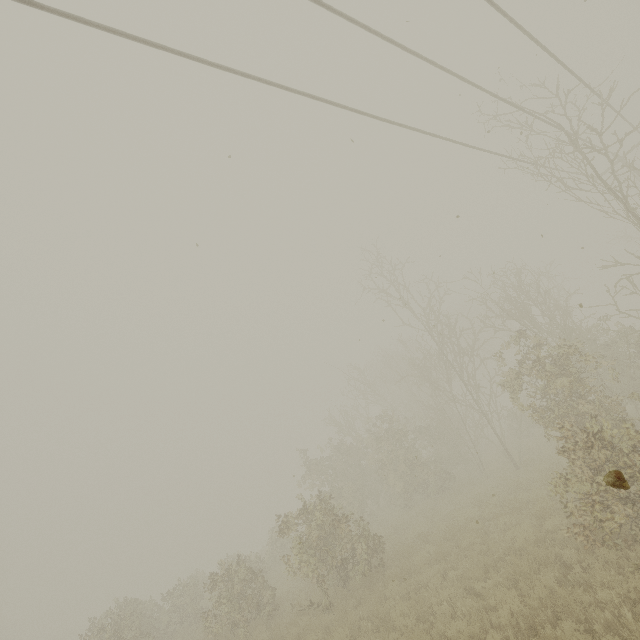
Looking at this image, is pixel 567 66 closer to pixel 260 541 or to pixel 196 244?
pixel 196 244
